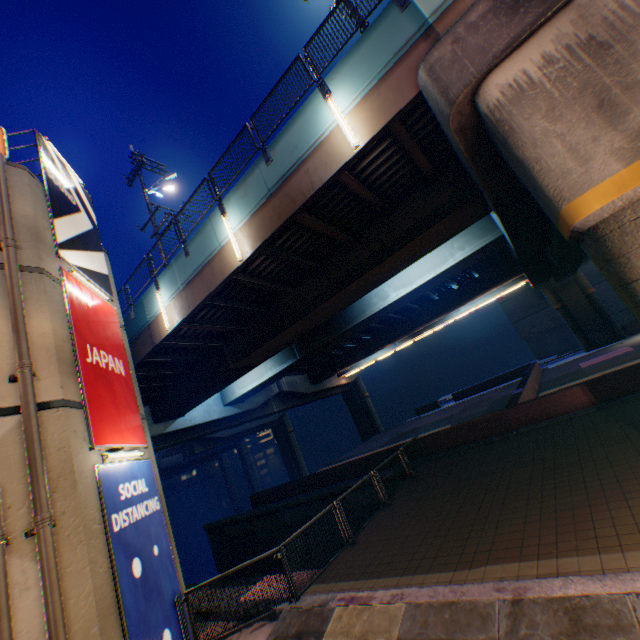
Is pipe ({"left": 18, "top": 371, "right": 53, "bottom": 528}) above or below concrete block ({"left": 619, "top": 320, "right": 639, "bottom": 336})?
→ above

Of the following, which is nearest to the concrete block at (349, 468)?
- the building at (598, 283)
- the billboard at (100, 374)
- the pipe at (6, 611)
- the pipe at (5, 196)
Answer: the building at (598, 283)

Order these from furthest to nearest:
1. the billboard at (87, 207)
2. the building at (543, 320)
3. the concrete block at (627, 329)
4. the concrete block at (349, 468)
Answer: the building at (543, 320) < the concrete block at (627, 329) < the concrete block at (349, 468) < the billboard at (87, 207)

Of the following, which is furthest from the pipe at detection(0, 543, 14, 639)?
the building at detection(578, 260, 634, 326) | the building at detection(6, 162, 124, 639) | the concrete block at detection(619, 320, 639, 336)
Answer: the building at detection(578, 260, 634, 326)

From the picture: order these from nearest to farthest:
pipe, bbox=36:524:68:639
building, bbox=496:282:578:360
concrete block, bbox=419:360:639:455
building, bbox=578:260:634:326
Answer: pipe, bbox=36:524:68:639
concrete block, bbox=419:360:639:455
building, bbox=578:260:634:326
building, bbox=496:282:578:360

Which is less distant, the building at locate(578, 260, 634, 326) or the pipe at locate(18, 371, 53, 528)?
the pipe at locate(18, 371, 53, 528)

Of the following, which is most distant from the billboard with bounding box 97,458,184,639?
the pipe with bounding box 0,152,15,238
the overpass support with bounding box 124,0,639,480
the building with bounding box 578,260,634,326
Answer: the building with bounding box 578,260,634,326

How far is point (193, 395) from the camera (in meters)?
18.36
